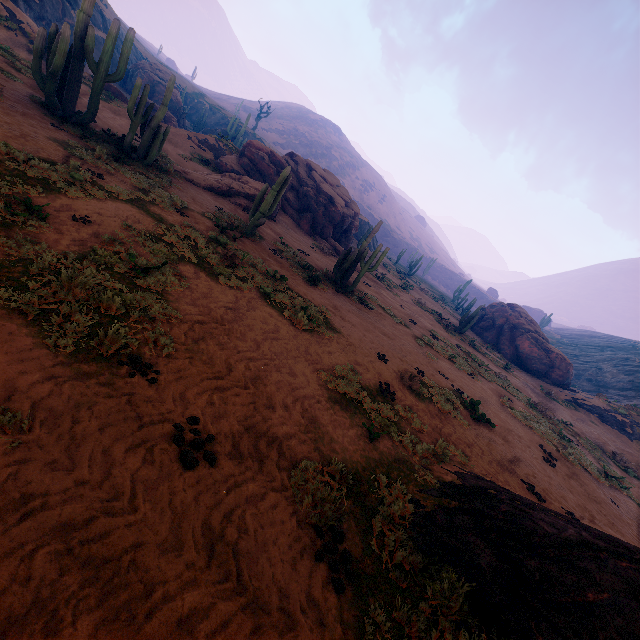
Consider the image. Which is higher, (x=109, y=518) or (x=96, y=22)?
(x=96, y=22)

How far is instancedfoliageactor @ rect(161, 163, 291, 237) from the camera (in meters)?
14.08

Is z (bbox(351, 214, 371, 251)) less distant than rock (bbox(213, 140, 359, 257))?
No

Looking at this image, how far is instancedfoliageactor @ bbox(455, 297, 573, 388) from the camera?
30.2 meters

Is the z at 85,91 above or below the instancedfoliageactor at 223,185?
below

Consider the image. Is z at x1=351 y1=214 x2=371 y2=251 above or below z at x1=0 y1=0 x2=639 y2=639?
above

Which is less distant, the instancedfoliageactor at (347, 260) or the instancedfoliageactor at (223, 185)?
the instancedfoliageactor at (223, 185)

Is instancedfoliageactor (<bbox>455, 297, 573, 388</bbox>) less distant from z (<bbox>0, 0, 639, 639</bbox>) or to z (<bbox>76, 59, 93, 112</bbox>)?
z (<bbox>0, 0, 639, 639</bbox>)
